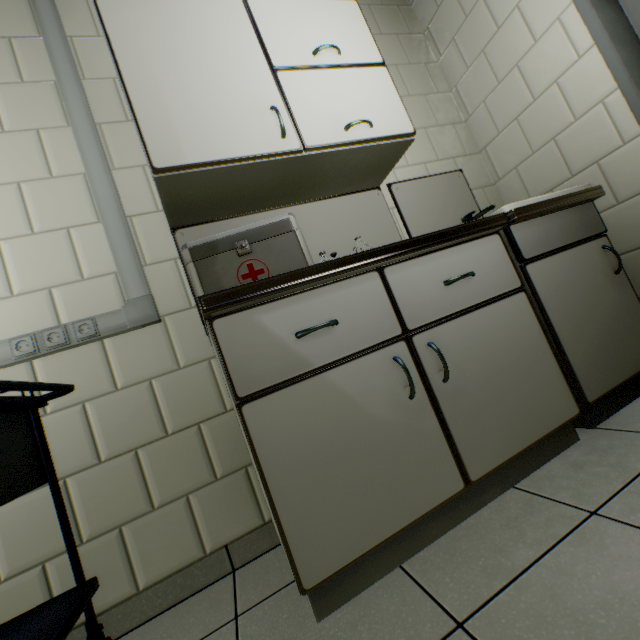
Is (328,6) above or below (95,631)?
above

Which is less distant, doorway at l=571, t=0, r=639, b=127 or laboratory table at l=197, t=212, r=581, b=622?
laboratory table at l=197, t=212, r=581, b=622

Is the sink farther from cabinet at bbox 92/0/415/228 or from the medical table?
the medical table

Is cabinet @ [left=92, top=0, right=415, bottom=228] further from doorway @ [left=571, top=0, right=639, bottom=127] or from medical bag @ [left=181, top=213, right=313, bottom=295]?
doorway @ [left=571, top=0, right=639, bottom=127]

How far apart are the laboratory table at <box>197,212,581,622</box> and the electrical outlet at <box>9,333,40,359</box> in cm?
43

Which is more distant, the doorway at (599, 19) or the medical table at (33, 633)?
the doorway at (599, 19)

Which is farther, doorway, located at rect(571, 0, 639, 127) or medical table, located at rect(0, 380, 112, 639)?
doorway, located at rect(571, 0, 639, 127)

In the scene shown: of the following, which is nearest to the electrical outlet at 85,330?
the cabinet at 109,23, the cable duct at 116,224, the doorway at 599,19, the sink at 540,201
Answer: the cable duct at 116,224
